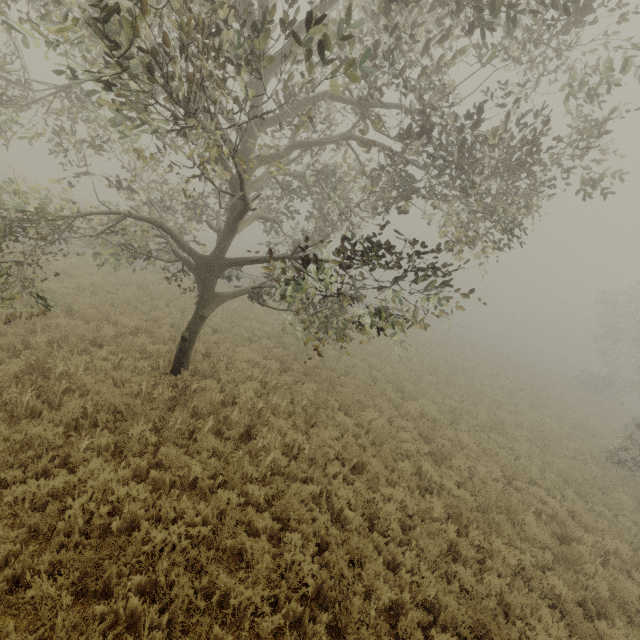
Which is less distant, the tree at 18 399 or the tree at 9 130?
the tree at 9 130

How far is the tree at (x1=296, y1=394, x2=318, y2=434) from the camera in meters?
9.2 m

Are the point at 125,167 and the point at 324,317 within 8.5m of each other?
yes

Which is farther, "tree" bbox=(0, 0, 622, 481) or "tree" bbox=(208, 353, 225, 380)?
"tree" bbox=(208, 353, 225, 380)

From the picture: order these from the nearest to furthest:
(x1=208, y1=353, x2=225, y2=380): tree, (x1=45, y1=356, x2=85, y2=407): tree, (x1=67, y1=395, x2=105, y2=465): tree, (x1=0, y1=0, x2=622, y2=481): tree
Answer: (x1=0, y1=0, x2=622, y2=481): tree < (x1=67, y1=395, x2=105, y2=465): tree < (x1=45, y1=356, x2=85, y2=407): tree < (x1=208, y1=353, x2=225, y2=380): tree

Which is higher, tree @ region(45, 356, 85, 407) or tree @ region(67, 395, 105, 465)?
tree @ region(45, 356, 85, 407)
